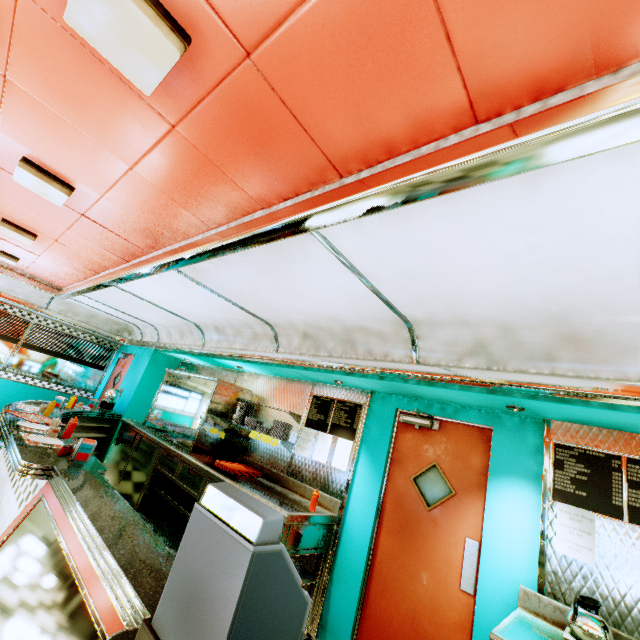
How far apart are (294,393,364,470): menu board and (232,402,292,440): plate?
0.2m

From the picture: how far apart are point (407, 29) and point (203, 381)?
5.4m

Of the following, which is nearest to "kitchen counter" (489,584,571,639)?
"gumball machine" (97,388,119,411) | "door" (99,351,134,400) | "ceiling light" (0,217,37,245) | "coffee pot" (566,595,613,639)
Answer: "coffee pot" (566,595,613,639)

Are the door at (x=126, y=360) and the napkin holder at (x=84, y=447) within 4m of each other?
no

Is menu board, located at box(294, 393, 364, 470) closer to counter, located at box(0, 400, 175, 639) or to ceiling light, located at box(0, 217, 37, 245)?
counter, located at box(0, 400, 175, 639)

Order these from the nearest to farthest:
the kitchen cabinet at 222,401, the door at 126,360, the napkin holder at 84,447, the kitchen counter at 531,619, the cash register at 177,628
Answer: the cash register at 177,628
the kitchen counter at 531,619
the napkin holder at 84,447
the kitchen cabinet at 222,401
the door at 126,360

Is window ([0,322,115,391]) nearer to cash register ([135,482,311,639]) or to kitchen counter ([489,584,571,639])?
cash register ([135,482,311,639])

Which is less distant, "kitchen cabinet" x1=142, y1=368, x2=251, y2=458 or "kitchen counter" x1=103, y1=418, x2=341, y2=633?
"kitchen counter" x1=103, y1=418, x2=341, y2=633
